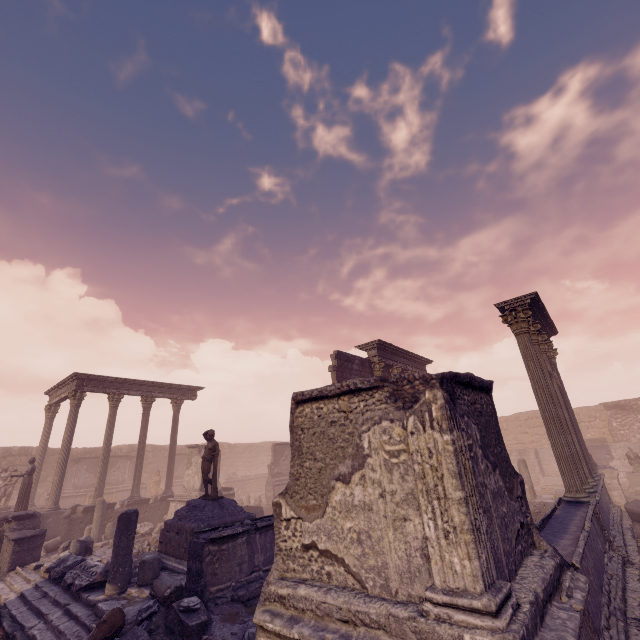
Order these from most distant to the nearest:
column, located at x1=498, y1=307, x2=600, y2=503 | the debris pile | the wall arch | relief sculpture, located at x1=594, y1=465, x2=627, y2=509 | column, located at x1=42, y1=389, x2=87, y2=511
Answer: the wall arch
column, located at x1=42, y1=389, x2=87, y2=511
relief sculpture, located at x1=594, y1=465, x2=627, y2=509
column, located at x1=498, y1=307, x2=600, y2=503
the debris pile

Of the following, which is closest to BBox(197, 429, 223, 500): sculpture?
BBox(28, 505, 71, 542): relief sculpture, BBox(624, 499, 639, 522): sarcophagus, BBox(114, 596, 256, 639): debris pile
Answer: BBox(114, 596, 256, 639): debris pile

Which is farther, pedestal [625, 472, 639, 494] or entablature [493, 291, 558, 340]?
pedestal [625, 472, 639, 494]

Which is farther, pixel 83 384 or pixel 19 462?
pixel 19 462

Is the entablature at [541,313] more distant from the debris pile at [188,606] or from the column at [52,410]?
the column at [52,410]

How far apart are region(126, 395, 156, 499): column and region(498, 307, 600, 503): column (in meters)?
19.51

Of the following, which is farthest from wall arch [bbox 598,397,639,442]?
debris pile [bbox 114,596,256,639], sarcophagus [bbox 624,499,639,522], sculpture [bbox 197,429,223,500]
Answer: sculpture [bbox 197,429,223,500]

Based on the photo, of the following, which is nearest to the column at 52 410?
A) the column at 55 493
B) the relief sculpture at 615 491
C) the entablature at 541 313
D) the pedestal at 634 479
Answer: the column at 55 493
